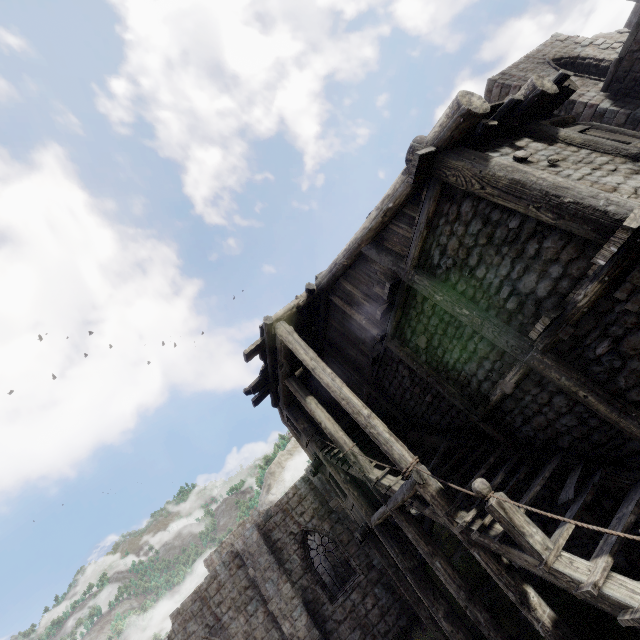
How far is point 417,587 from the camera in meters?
9.1
